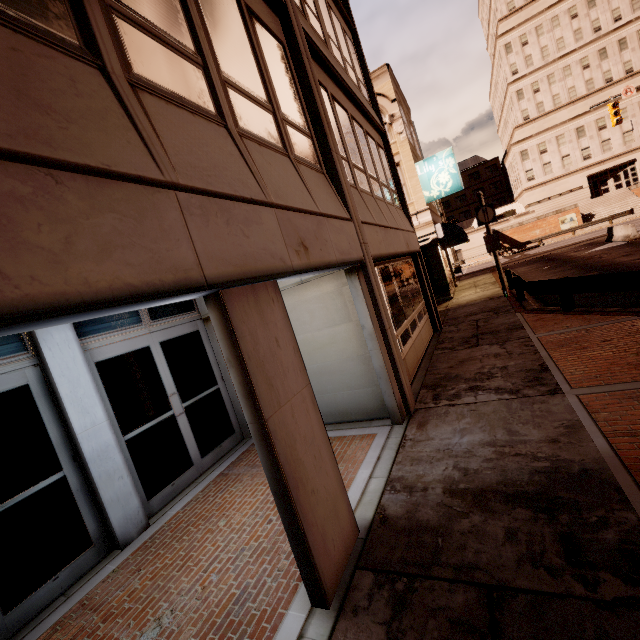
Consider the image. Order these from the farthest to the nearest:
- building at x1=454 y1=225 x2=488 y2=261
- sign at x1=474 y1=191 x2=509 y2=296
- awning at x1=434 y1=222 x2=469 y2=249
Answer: building at x1=454 y1=225 x2=488 y2=261 < awning at x1=434 y1=222 x2=469 y2=249 < sign at x1=474 y1=191 x2=509 y2=296

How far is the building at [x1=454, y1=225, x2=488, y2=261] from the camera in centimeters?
5394cm

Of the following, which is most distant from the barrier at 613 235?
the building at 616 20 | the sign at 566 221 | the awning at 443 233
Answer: the building at 616 20

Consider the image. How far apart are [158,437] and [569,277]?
11.3m

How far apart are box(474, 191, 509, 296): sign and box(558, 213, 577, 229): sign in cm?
3594

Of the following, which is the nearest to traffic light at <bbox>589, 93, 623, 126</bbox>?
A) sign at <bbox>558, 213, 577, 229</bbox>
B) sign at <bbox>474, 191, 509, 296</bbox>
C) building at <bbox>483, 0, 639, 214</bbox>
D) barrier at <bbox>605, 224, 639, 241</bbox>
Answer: barrier at <bbox>605, 224, 639, 241</bbox>

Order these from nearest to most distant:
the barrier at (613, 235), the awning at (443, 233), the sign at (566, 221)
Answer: the awning at (443, 233), the barrier at (613, 235), the sign at (566, 221)

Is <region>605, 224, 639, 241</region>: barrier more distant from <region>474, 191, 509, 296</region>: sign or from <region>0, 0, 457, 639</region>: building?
<region>474, 191, 509, 296</region>: sign
